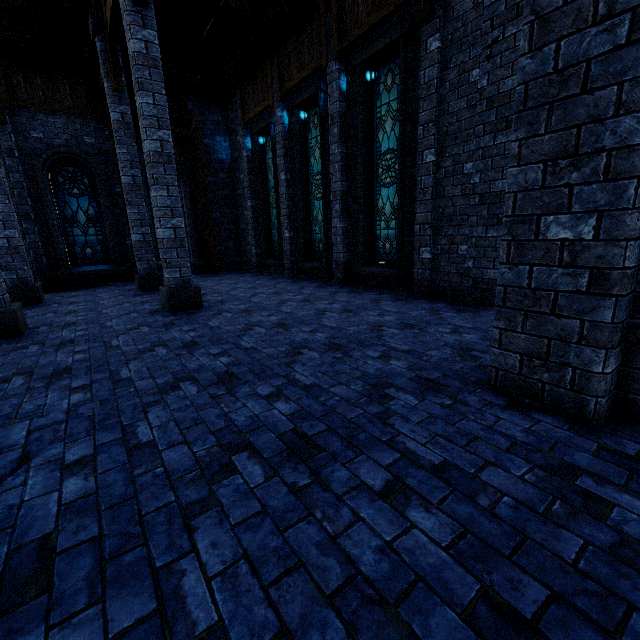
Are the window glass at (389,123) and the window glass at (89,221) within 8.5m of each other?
no

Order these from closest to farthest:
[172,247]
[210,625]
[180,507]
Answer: [210,625], [180,507], [172,247]

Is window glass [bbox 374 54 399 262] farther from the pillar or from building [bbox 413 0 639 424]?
the pillar

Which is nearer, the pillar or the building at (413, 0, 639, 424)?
the building at (413, 0, 639, 424)

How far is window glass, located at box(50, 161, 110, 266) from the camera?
11.6m

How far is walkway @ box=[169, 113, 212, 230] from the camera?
12.7 meters

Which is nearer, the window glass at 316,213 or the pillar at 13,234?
the pillar at 13,234

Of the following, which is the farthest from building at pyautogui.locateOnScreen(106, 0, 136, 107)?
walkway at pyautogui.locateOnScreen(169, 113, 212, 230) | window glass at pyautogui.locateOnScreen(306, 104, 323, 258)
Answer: window glass at pyautogui.locateOnScreen(306, 104, 323, 258)
